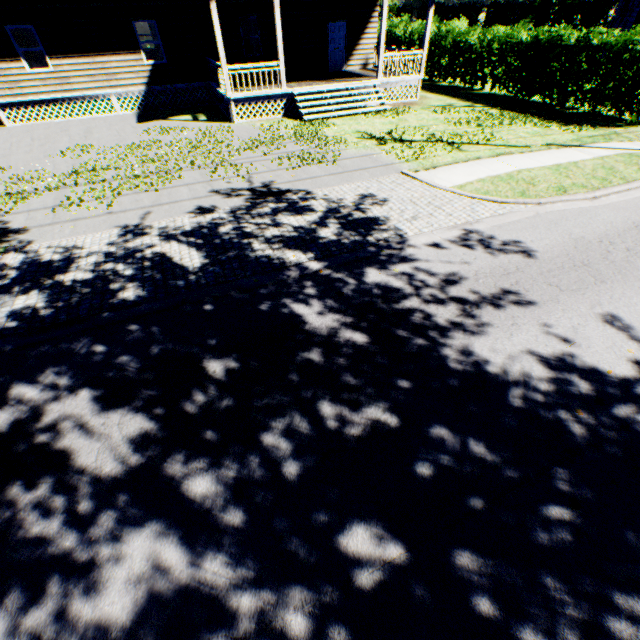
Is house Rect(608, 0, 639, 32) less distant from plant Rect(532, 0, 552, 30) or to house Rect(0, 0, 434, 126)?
house Rect(0, 0, 434, 126)

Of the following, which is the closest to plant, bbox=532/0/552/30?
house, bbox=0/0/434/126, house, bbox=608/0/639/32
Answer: house, bbox=608/0/639/32

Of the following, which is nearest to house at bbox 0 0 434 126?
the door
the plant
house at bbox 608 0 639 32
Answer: the door

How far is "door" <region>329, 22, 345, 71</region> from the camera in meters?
18.0 m

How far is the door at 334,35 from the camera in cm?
1805

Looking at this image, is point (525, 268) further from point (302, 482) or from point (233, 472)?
point (233, 472)

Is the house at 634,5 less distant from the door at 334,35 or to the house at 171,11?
the house at 171,11

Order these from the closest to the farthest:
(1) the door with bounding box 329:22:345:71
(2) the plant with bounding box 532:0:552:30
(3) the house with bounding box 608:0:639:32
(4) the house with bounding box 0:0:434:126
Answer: (4) the house with bounding box 0:0:434:126 < (1) the door with bounding box 329:22:345:71 < (3) the house with bounding box 608:0:639:32 < (2) the plant with bounding box 532:0:552:30
